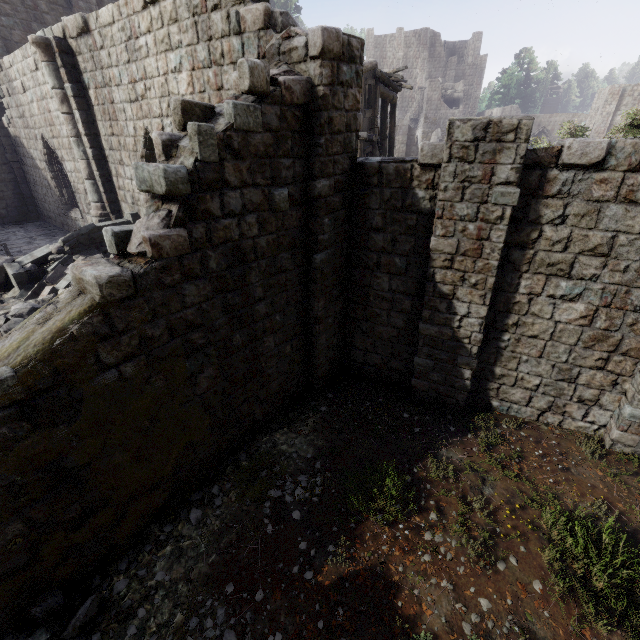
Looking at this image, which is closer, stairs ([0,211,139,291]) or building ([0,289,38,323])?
building ([0,289,38,323])

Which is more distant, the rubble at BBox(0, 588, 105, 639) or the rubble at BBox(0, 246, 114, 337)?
the rubble at BBox(0, 246, 114, 337)

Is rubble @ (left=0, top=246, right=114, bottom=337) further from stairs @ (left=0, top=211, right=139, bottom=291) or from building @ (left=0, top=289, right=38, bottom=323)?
building @ (left=0, top=289, right=38, bottom=323)

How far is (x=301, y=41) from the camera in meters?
5.3 m

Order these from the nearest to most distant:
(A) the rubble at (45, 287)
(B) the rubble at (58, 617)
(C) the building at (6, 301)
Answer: (B) the rubble at (58, 617) < (A) the rubble at (45, 287) < (C) the building at (6, 301)

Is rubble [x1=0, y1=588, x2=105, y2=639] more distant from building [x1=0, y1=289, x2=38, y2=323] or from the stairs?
the stairs

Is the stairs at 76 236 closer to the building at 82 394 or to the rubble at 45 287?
the rubble at 45 287

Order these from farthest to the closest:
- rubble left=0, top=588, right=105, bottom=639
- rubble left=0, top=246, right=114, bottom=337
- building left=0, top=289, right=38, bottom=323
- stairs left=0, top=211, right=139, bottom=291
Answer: stairs left=0, top=211, right=139, bottom=291
building left=0, top=289, right=38, bottom=323
rubble left=0, top=246, right=114, bottom=337
rubble left=0, top=588, right=105, bottom=639
